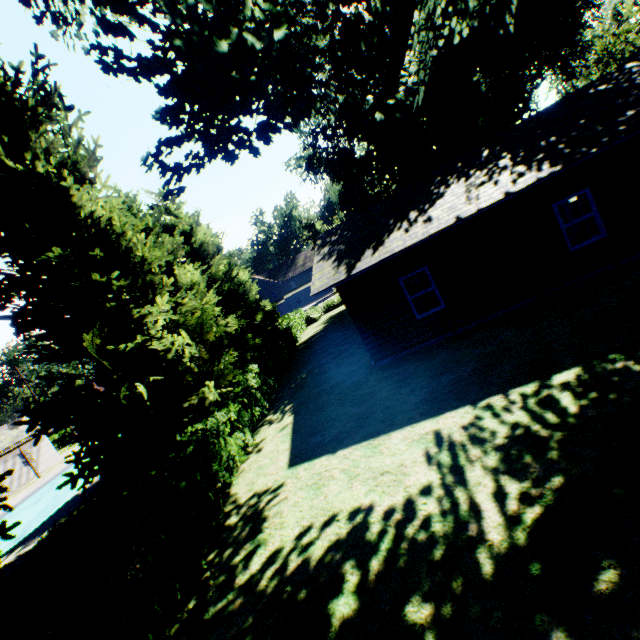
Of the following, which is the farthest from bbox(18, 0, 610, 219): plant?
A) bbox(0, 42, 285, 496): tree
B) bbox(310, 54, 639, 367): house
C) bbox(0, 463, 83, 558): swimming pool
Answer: bbox(310, 54, 639, 367): house

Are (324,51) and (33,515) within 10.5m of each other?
no

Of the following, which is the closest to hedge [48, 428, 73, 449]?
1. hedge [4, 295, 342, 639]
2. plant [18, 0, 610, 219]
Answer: plant [18, 0, 610, 219]

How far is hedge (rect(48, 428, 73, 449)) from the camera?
40.69m

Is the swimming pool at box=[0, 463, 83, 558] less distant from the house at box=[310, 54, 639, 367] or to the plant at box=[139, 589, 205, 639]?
the plant at box=[139, 589, 205, 639]

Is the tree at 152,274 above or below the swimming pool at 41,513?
above

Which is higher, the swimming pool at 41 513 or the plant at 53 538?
the plant at 53 538

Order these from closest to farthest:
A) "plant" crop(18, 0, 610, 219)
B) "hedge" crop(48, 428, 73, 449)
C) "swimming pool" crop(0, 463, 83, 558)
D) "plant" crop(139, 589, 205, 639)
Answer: "plant" crop(139, 589, 205, 639), "plant" crop(18, 0, 610, 219), "swimming pool" crop(0, 463, 83, 558), "hedge" crop(48, 428, 73, 449)
